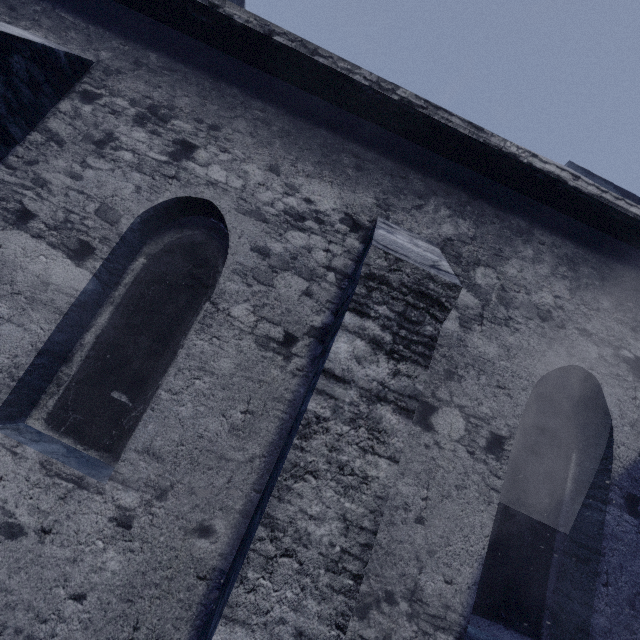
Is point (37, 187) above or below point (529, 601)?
above
